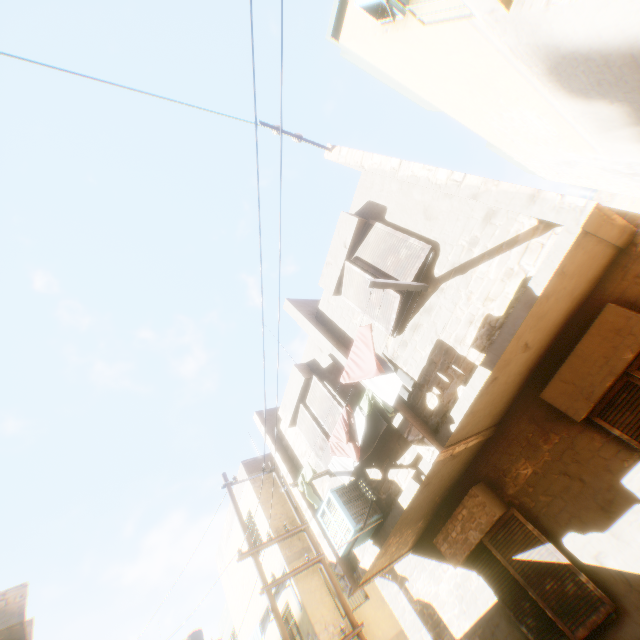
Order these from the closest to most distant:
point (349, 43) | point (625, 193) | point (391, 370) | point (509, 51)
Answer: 1. point (391, 370)
2. point (509, 51)
3. point (349, 43)
4. point (625, 193)

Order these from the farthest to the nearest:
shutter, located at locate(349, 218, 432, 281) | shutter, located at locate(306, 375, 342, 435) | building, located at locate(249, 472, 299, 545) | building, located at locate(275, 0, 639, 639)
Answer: building, located at locate(249, 472, 299, 545)
shutter, located at locate(306, 375, 342, 435)
shutter, located at locate(349, 218, 432, 281)
building, located at locate(275, 0, 639, 639)

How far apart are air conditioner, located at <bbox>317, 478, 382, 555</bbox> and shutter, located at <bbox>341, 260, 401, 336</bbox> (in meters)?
3.00

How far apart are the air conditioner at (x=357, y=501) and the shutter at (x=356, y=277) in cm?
300

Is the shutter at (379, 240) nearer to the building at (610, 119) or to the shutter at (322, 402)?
the building at (610, 119)

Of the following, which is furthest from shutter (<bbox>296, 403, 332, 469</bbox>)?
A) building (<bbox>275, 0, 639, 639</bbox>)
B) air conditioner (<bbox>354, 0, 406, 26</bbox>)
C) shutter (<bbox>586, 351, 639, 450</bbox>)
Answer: air conditioner (<bbox>354, 0, 406, 26</bbox>)

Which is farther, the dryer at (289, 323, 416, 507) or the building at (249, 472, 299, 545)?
the building at (249, 472, 299, 545)

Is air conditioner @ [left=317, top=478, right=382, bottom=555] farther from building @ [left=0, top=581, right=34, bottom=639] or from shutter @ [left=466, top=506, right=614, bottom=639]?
shutter @ [left=466, top=506, right=614, bottom=639]
